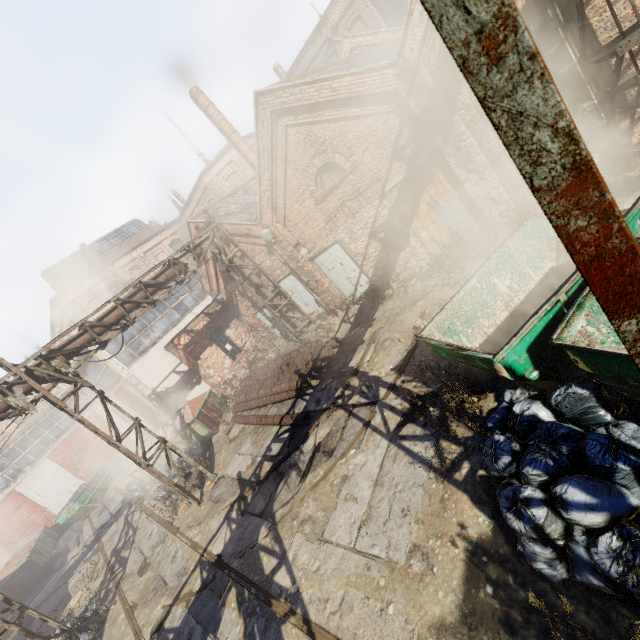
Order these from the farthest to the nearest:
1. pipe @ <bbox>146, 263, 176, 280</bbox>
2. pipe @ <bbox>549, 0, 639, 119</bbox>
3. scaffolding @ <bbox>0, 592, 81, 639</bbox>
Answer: pipe @ <bbox>146, 263, 176, 280</bbox>, scaffolding @ <bbox>0, 592, 81, 639</bbox>, pipe @ <bbox>549, 0, 639, 119</bbox>

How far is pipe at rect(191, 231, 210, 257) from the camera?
12.8m

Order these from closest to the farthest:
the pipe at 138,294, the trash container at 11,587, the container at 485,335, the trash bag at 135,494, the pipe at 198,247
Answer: the container at 485,335 < the pipe at 138,294 < the pipe at 198,247 < the trash bag at 135,494 < the trash container at 11,587

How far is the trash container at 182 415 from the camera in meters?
13.5

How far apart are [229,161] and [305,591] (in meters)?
34.92

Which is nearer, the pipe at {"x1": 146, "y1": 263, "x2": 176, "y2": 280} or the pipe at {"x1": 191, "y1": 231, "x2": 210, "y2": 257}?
the pipe at {"x1": 146, "y1": 263, "x2": 176, "y2": 280}

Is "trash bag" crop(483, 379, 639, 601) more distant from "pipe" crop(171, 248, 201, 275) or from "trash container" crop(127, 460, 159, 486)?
"trash container" crop(127, 460, 159, 486)

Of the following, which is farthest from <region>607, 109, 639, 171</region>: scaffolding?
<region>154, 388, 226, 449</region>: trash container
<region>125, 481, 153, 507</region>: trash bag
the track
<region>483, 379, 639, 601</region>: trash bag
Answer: <region>125, 481, 153, 507</region>: trash bag
